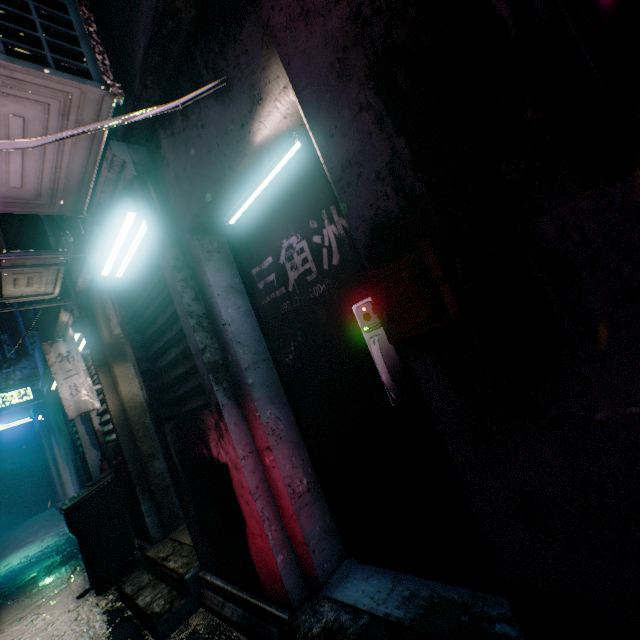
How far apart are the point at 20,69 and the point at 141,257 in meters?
1.1 m

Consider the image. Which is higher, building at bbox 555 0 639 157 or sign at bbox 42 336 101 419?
sign at bbox 42 336 101 419

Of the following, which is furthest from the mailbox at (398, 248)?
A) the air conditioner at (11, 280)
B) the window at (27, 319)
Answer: the window at (27, 319)

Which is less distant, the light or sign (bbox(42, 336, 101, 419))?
sign (bbox(42, 336, 101, 419))

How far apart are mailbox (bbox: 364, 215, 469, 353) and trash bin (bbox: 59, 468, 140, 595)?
3.9 meters

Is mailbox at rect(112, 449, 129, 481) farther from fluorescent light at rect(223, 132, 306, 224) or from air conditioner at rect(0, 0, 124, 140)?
fluorescent light at rect(223, 132, 306, 224)

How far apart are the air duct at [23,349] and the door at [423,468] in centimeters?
864cm

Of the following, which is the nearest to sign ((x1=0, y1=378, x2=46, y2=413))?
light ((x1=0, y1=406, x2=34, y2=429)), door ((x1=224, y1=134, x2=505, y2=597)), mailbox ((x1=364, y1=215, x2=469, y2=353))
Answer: light ((x1=0, y1=406, x2=34, y2=429))
